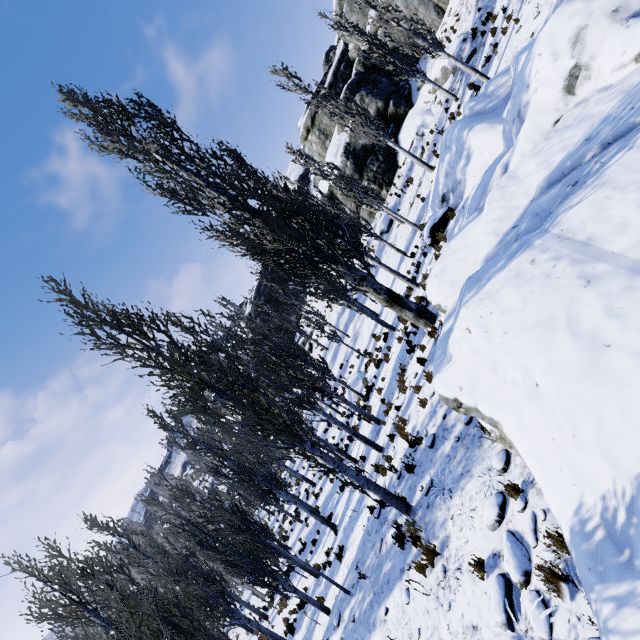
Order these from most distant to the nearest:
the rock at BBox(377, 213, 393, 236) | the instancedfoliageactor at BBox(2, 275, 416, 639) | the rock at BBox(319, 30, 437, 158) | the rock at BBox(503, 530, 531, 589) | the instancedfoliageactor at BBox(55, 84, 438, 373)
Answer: the rock at BBox(377, 213, 393, 236) → the rock at BBox(319, 30, 437, 158) → the instancedfoliageactor at BBox(55, 84, 438, 373) → the instancedfoliageactor at BBox(2, 275, 416, 639) → the rock at BBox(503, 530, 531, 589)

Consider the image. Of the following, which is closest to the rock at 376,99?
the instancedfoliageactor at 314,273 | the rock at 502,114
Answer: the instancedfoliageactor at 314,273

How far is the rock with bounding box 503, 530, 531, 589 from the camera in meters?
4.1 m

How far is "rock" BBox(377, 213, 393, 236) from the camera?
25.96m

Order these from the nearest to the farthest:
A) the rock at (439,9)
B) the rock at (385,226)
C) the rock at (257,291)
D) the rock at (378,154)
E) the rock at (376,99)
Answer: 1. the rock at (439,9)
2. the rock at (376,99)
3. the rock at (385,226)
4. the rock at (378,154)
5. the rock at (257,291)

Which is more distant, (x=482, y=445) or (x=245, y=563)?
(x=245, y=563)

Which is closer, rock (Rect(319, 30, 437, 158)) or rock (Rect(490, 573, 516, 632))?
rock (Rect(490, 573, 516, 632))

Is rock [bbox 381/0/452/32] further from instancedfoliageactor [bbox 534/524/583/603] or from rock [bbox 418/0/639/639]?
rock [bbox 418/0/639/639]
